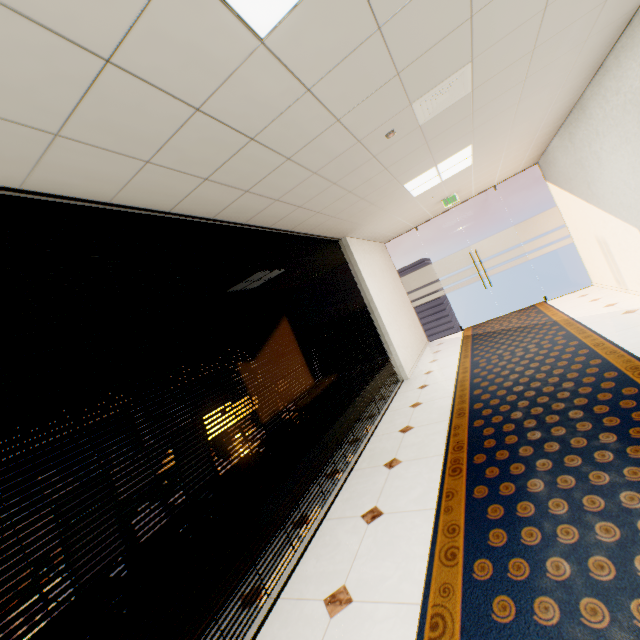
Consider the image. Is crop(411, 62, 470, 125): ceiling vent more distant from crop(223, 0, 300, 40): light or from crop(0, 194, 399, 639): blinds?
crop(0, 194, 399, 639): blinds

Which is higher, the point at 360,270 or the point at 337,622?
the point at 360,270

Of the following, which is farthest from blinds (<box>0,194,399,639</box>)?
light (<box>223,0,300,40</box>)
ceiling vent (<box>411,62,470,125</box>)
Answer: ceiling vent (<box>411,62,470,125</box>)

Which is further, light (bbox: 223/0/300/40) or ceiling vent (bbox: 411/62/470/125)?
ceiling vent (bbox: 411/62/470/125)

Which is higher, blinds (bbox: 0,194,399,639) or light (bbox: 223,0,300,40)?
light (bbox: 223,0,300,40)

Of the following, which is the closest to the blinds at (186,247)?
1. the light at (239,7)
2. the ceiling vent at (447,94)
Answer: the light at (239,7)
